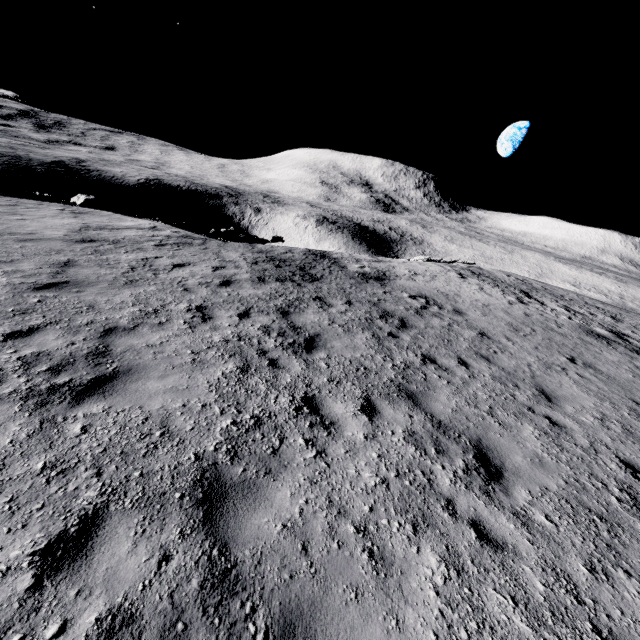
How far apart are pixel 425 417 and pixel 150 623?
4.61m

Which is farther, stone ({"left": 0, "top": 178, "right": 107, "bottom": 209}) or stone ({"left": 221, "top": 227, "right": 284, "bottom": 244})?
stone ({"left": 221, "top": 227, "right": 284, "bottom": 244})

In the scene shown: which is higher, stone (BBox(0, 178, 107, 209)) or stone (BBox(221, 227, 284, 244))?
stone (BBox(0, 178, 107, 209))

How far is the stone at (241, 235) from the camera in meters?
20.9

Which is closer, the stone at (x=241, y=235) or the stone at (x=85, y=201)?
the stone at (x=85, y=201)

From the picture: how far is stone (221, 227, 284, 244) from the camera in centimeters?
2089cm
